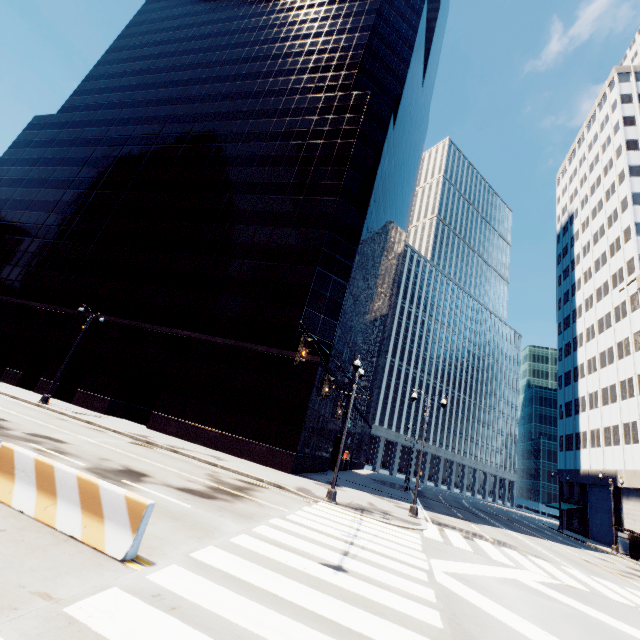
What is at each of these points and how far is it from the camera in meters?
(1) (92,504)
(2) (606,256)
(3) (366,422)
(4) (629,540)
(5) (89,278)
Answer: (1) concrete barrier, 5.7 m
(2) building, 50.6 m
(3) building, 58.5 m
(4) bus stop, 32.0 m
(5) building, 34.6 m

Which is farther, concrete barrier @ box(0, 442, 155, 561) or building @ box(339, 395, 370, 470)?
building @ box(339, 395, 370, 470)

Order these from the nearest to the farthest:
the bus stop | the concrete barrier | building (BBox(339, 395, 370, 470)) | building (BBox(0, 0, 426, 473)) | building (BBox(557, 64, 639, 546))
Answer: the concrete barrier → building (BBox(0, 0, 426, 473)) → the bus stop → building (BBox(557, 64, 639, 546)) → building (BBox(339, 395, 370, 470))

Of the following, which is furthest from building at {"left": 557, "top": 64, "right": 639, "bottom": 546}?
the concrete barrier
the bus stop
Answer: the concrete barrier

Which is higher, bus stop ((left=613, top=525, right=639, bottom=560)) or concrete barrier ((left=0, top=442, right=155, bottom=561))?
bus stop ((left=613, top=525, right=639, bottom=560))

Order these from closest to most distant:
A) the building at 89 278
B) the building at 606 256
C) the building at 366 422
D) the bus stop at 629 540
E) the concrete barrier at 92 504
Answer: the concrete barrier at 92 504 → the building at 89 278 → the bus stop at 629 540 → the building at 606 256 → the building at 366 422

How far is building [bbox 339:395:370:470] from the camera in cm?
4234

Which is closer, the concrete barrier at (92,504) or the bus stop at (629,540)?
the concrete barrier at (92,504)
